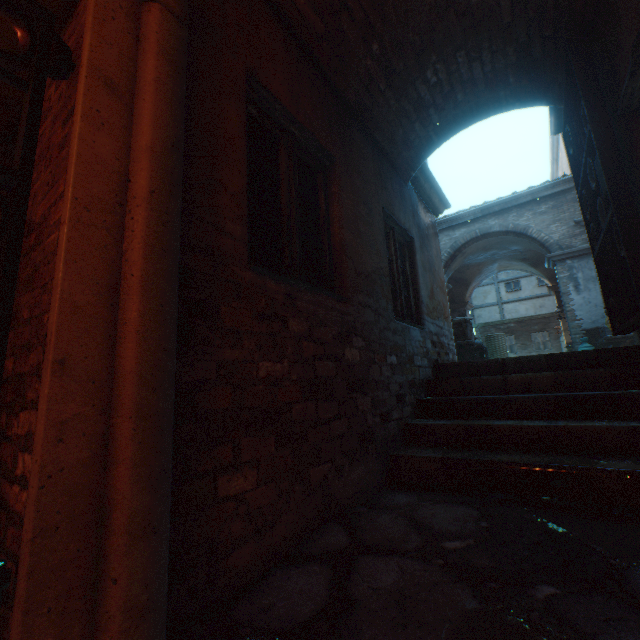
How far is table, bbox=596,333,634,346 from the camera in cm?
823

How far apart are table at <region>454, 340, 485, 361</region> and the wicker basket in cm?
17

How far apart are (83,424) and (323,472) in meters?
1.4 m

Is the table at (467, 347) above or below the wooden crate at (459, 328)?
below

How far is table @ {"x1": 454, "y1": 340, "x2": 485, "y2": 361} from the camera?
8.1 meters

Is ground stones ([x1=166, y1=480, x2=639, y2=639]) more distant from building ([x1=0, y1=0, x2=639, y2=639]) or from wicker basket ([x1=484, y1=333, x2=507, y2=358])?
wicker basket ([x1=484, y1=333, x2=507, y2=358])

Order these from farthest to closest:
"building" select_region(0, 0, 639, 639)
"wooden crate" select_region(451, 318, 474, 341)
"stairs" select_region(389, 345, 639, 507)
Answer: "wooden crate" select_region(451, 318, 474, 341), "stairs" select_region(389, 345, 639, 507), "building" select_region(0, 0, 639, 639)

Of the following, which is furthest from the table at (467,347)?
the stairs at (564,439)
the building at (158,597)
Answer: the stairs at (564,439)
